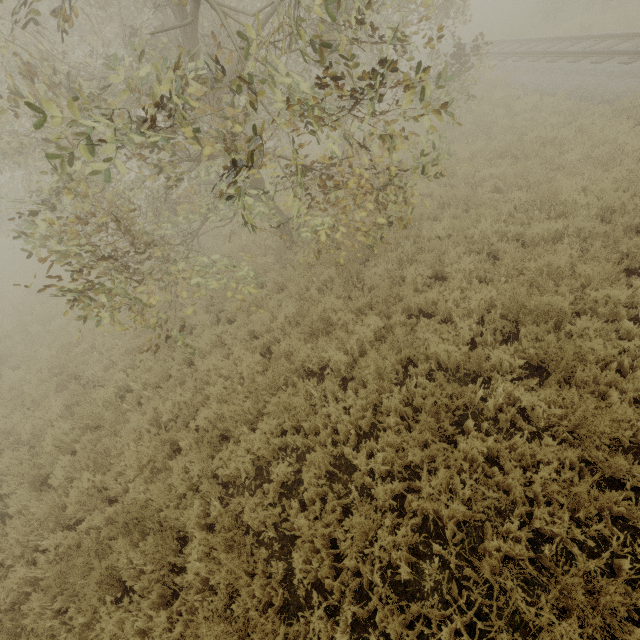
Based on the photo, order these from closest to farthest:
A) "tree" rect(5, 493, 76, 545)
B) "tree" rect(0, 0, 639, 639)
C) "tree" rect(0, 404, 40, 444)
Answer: "tree" rect(0, 0, 639, 639), "tree" rect(5, 493, 76, 545), "tree" rect(0, 404, 40, 444)

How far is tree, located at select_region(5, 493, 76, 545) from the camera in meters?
5.0

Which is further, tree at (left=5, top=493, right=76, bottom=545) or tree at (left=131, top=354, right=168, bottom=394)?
tree at (left=131, top=354, right=168, bottom=394)

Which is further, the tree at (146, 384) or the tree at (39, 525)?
the tree at (146, 384)

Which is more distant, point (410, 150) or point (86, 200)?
point (410, 150)

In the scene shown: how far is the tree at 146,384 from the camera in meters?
6.9
